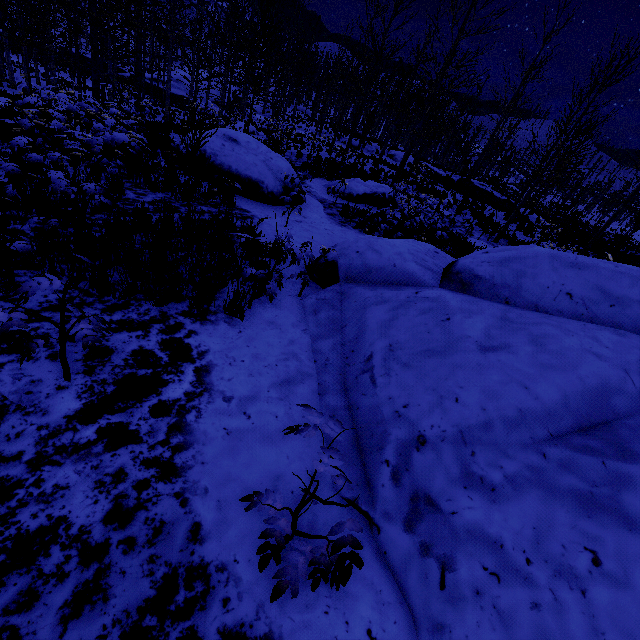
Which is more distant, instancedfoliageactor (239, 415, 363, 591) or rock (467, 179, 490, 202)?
rock (467, 179, 490, 202)

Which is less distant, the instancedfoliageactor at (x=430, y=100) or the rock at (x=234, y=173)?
the instancedfoliageactor at (x=430, y=100)

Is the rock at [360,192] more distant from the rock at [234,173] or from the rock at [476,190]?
the rock at [476,190]

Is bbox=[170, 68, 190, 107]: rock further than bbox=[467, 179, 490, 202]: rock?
Yes

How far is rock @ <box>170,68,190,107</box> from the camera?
37.5m

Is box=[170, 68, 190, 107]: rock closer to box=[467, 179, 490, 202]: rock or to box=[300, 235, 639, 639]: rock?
box=[467, 179, 490, 202]: rock

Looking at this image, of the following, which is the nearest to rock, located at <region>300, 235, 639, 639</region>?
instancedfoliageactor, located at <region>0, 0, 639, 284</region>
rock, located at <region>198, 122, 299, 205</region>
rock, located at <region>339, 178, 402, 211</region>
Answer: rock, located at <region>198, 122, 299, 205</region>

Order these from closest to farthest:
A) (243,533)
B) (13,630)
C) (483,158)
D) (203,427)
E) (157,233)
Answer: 1. (13,630)
2. (243,533)
3. (203,427)
4. (157,233)
5. (483,158)
